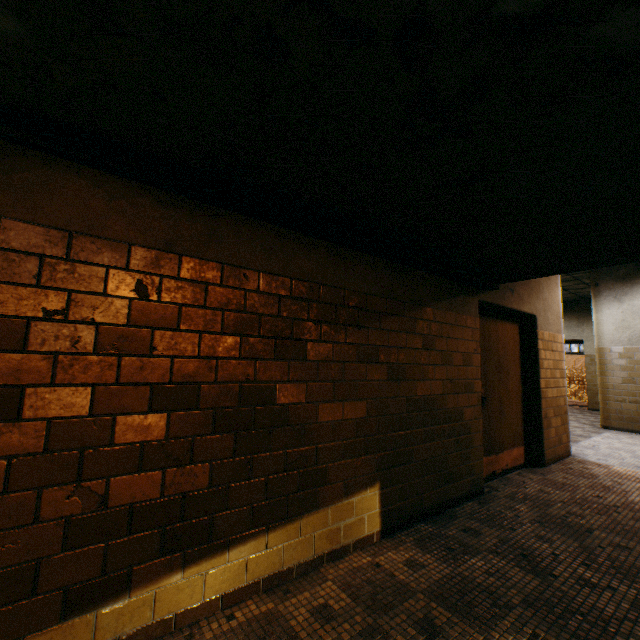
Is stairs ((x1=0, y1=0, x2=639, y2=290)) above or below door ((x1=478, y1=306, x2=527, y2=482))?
above

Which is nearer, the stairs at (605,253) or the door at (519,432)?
the stairs at (605,253)

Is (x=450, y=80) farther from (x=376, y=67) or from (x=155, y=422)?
(x=155, y=422)

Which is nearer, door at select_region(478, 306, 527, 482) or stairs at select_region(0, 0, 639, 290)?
stairs at select_region(0, 0, 639, 290)

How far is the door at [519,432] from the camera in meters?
4.1 m

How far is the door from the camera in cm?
408
